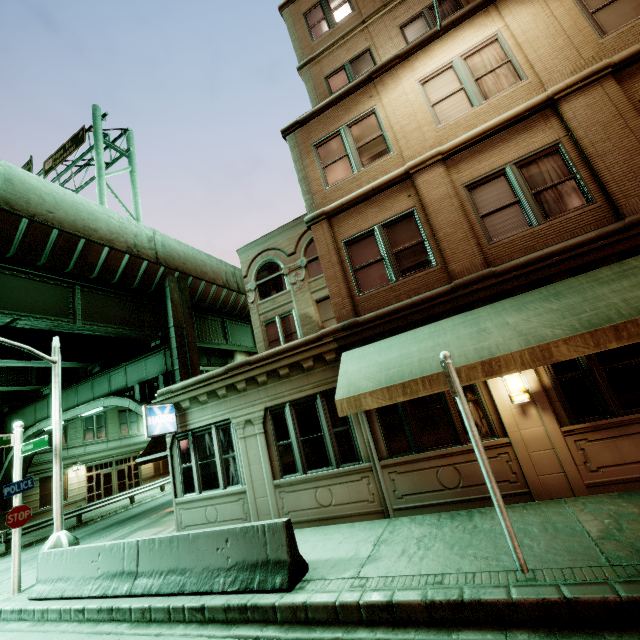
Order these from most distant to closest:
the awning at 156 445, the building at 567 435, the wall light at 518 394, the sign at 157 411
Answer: the awning at 156 445 < the sign at 157 411 < the wall light at 518 394 < the building at 567 435

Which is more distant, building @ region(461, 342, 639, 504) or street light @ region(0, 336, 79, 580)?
street light @ region(0, 336, 79, 580)

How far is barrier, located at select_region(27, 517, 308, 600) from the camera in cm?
572

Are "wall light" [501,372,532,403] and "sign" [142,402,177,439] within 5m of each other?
no

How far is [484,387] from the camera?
7.15m

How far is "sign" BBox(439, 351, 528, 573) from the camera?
4.4 meters

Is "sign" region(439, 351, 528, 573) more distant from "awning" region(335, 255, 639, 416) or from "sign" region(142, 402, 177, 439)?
"sign" region(142, 402, 177, 439)

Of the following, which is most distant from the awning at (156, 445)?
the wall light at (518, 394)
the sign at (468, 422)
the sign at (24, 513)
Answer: the wall light at (518, 394)
